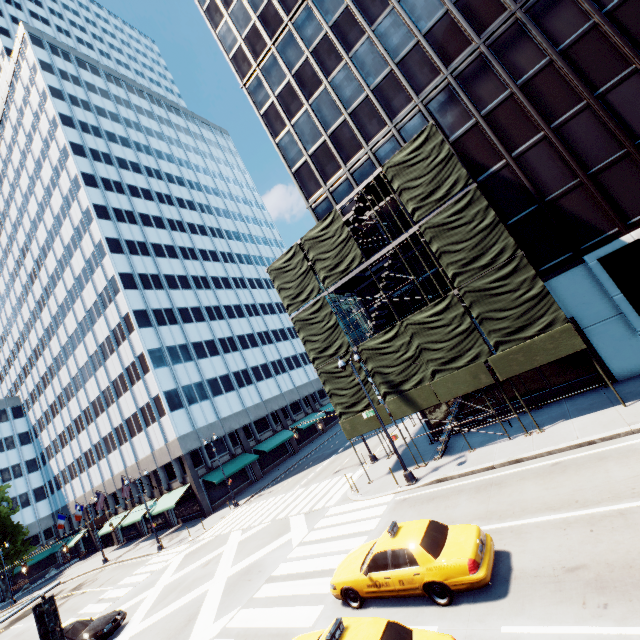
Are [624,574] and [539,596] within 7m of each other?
yes

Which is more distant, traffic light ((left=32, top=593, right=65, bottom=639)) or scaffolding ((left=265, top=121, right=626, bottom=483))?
scaffolding ((left=265, top=121, right=626, bottom=483))

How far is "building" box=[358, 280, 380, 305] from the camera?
22.7 meters

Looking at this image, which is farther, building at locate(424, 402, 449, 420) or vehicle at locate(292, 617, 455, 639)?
building at locate(424, 402, 449, 420)

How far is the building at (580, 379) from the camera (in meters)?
16.70

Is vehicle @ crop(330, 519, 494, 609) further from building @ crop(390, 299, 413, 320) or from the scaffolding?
building @ crop(390, 299, 413, 320)

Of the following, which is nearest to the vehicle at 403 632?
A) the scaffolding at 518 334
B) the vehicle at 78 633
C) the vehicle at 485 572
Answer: the vehicle at 485 572

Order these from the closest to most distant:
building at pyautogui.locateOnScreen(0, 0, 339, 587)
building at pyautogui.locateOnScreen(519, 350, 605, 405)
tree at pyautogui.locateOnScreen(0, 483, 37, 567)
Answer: building at pyautogui.locateOnScreen(519, 350, 605, 405)
building at pyautogui.locateOnScreen(0, 0, 339, 587)
tree at pyautogui.locateOnScreen(0, 483, 37, 567)
